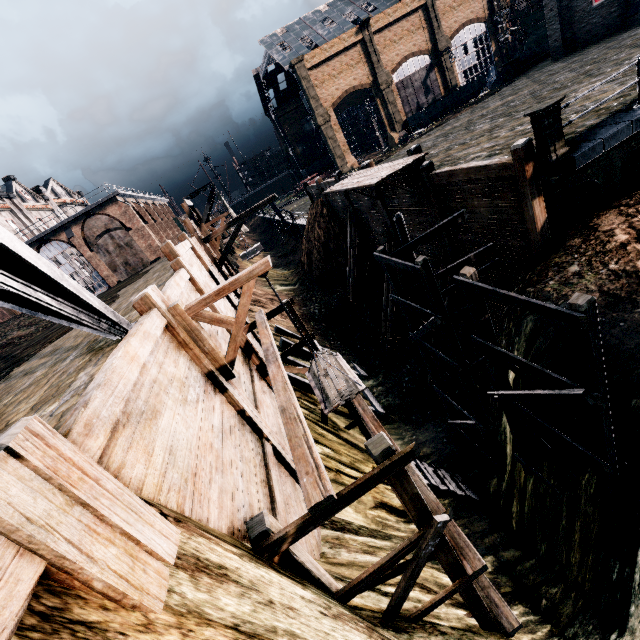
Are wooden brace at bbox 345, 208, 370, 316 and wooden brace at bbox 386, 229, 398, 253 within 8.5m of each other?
yes

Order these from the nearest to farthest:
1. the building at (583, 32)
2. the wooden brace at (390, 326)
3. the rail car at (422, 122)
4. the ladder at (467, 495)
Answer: the ladder at (467, 495) → the wooden brace at (390, 326) → the building at (583, 32) → the rail car at (422, 122)

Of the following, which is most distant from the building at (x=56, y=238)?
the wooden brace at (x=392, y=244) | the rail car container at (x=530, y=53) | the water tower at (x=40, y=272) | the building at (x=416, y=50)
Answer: the rail car container at (x=530, y=53)

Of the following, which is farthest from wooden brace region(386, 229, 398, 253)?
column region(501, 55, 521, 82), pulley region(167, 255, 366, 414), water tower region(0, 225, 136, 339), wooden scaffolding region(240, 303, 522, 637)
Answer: column region(501, 55, 521, 82)

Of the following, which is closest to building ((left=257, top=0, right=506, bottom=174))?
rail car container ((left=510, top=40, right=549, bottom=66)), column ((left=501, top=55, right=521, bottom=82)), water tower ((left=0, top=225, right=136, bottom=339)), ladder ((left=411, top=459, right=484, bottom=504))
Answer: column ((left=501, top=55, right=521, bottom=82))

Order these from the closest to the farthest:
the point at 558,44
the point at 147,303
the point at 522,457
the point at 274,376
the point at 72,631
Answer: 1. the point at 72,631
2. the point at 147,303
3. the point at 274,376
4. the point at 522,457
5. the point at 558,44

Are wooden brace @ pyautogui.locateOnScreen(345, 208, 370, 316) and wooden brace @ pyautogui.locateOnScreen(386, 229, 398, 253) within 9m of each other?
yes

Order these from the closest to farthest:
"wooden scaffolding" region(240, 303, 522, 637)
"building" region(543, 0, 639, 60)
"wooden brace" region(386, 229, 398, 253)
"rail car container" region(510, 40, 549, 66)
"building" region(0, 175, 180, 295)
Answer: "wooden scaffolding" region(240, 303, 522, 637) → "wooden brace" region(386, 229, 398, 253) → "building" region(543, 0, 639, 60) → "rail car container" region(510, 40, 549, 66) → "building" region(0, 175, 180, 295)
